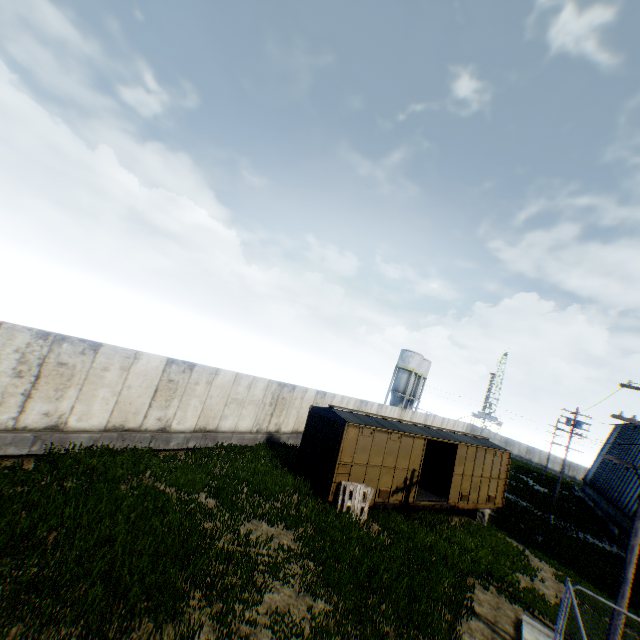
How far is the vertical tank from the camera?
55.53m

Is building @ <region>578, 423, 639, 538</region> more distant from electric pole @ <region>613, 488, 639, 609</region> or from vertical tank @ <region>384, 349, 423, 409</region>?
vertical tank @ <region>384, 349, 423, 409</region>

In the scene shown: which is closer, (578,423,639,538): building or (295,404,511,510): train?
(295,404,511,510): train

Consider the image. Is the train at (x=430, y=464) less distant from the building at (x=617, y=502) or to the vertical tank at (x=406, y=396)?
the building at (x=617, y=502)

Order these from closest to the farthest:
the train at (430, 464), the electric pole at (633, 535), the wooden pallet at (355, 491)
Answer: the electric pole at (633, 535) < the wooden pallet at (355, 491) < the train at (430, 464)

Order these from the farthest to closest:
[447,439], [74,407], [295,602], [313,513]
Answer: [447,439], [313,513], [74,407], [295,602]

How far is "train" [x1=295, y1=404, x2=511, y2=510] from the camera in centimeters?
1387cm

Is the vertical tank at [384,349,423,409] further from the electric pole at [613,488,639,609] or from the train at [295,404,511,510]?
the electric pole at [613,488,639,609]
